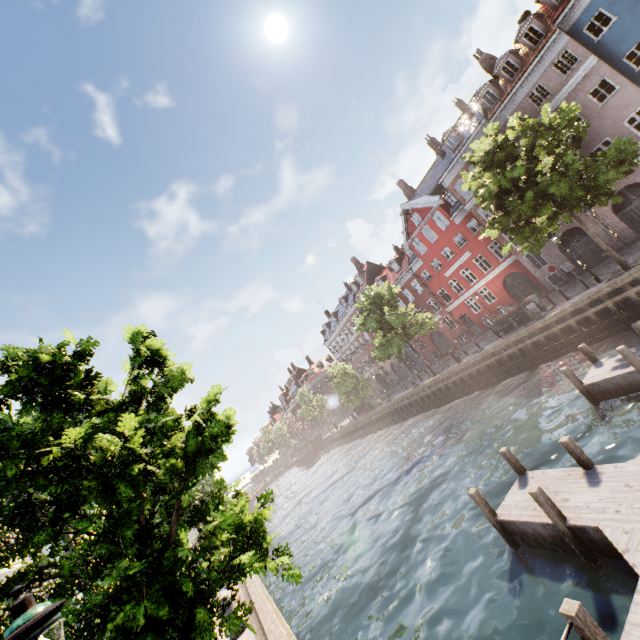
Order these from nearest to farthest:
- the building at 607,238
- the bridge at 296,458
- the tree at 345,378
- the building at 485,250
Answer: the building at 485,250 → the building at 607,238 → the tree at 345,378 → the bridge at 296,458

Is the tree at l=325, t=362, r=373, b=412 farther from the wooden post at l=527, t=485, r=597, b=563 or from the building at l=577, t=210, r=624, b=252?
the wooden post at l=527, t=485, r=597, b=563

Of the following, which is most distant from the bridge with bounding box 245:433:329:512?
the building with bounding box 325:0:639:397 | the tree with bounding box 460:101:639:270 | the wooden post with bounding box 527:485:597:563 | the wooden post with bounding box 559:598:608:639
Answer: the wooden post with bounding box 559:598:608:639

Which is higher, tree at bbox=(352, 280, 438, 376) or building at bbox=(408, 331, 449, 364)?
tree at bbox=(352, 280, 438, 376)

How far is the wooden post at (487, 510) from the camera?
8.8m

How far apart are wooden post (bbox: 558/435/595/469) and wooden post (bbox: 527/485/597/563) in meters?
1.7

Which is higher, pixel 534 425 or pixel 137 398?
pixel 137 398

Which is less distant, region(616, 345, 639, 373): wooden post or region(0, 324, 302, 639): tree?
region(0, 324, 302, 639): tree
